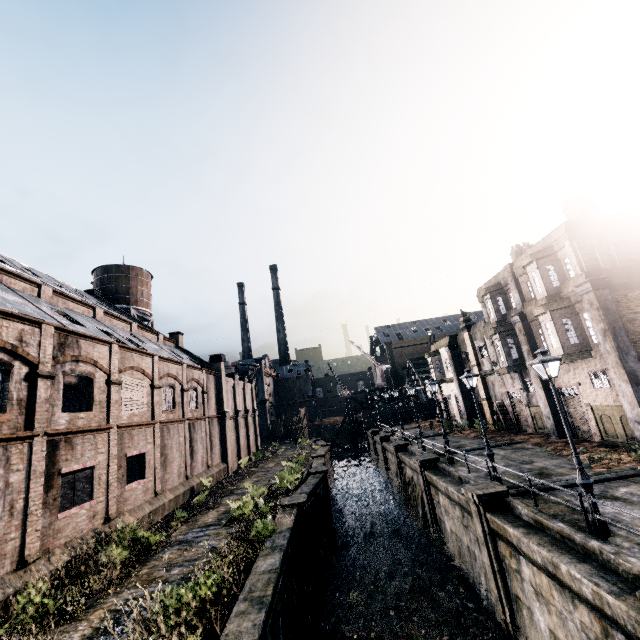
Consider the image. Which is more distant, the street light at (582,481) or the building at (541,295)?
the building at (541,295)

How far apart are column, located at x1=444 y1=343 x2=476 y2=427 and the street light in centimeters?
2755cm

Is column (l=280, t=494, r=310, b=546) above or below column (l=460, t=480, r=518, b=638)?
above

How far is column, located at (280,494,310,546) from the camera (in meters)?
18.45

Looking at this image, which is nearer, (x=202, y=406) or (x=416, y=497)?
(x=416, y=497)

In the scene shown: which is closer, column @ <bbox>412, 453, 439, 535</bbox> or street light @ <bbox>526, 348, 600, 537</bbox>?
street light @ <bbox>526, 348, 600, 537</bbox>

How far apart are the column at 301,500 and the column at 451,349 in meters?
23.8

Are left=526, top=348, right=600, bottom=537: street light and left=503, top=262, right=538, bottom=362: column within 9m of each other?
no
